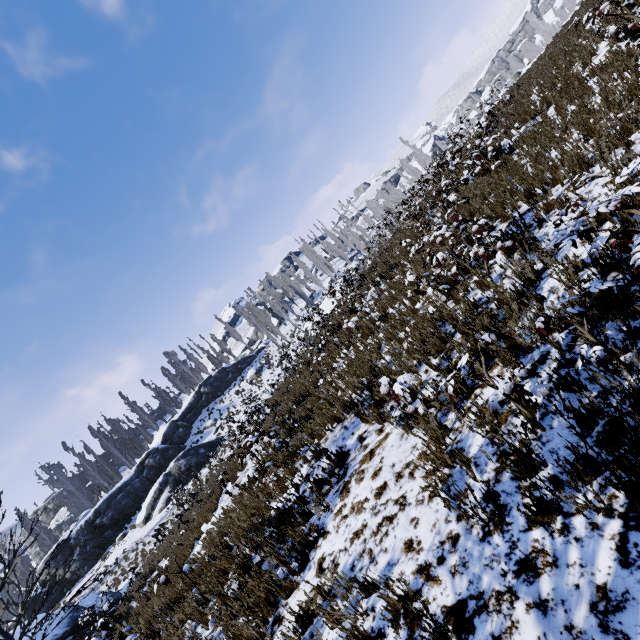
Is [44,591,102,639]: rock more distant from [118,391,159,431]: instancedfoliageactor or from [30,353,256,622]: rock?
[118,391,159,431]: instancedfoliageactor

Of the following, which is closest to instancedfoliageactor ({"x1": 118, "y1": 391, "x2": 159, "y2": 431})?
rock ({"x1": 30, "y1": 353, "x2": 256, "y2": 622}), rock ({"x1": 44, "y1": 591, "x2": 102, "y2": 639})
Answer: rock ({"x1": 30, "y1": 353, "x2": 256, "y2": 622})

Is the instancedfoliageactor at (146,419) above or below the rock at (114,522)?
above

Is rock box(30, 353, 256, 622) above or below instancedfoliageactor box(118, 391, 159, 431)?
below

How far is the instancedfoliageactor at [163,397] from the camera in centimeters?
5028cm

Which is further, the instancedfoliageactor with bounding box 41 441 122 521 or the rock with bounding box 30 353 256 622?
the instancedfoliageactor with bounding box 41 441 122 521

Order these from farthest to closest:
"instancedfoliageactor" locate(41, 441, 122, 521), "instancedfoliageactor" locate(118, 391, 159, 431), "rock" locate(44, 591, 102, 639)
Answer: "instancedfoliageactor" locate(118, 391, 159, 431)
"instancedfoliageactor" locate(41, 441, 122, 521)
"rock" locate(44, 591, 102, 639)

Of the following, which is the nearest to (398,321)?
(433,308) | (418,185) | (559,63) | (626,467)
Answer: (433,308)
